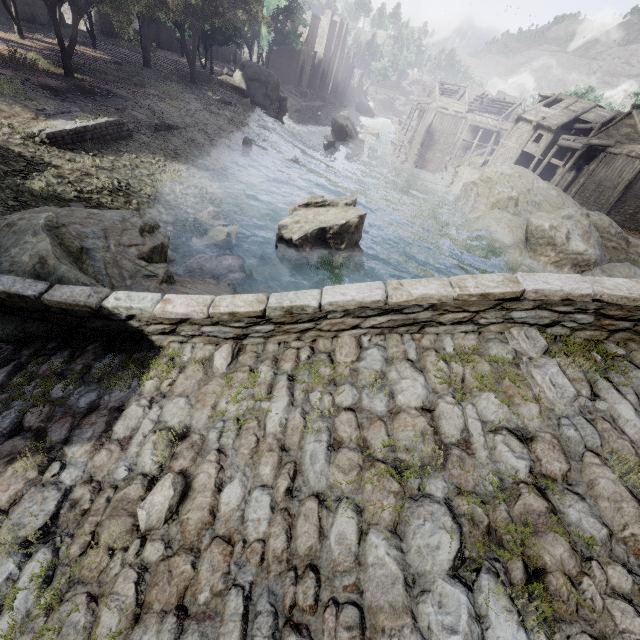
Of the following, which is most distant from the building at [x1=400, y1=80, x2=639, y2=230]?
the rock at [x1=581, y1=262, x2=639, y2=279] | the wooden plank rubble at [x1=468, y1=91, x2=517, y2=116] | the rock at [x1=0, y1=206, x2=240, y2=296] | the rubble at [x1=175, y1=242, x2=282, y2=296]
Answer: the rubble at [x1=175, y1=242, x2=282, y2=296]

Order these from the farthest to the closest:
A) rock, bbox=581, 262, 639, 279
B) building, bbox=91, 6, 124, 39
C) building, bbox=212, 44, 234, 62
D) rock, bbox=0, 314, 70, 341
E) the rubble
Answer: building, bbox=212, 44, 234, 62, building, bbox=91, 6, 124, 39, rock, bbox=581, 262, 639, 279, the rubble, rock, bbox=0, 314, 70, 341

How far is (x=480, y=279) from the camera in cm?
360

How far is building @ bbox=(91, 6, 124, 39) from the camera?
33.87m

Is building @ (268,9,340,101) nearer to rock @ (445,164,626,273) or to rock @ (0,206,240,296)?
rock @ (445,164,626,273)

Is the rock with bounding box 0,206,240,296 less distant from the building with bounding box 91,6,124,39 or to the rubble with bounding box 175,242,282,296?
the rubble with bounding box 175,242,282,296

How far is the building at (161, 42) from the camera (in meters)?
41.16

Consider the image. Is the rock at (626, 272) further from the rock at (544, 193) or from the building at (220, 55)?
the building at (220, 55)
